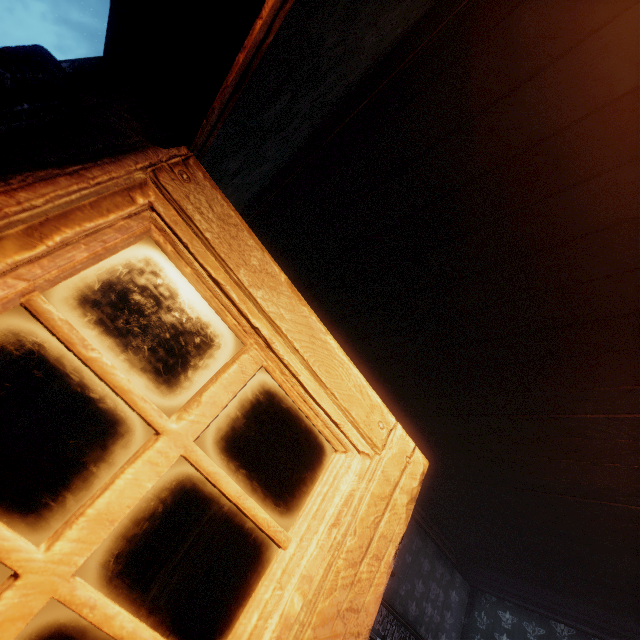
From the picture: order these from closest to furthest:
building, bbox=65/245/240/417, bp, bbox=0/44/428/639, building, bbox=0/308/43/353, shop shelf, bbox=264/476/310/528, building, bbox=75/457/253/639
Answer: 1. bp, bbox=0/44/428/639
2. building, bbox=0/308/43/353
3. building, bbox=65/245/240/417
4. building, bbox=75/457/253/639
5. shop shelf, bbox=264/476/310/528

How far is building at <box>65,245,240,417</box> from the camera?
2.3 meters

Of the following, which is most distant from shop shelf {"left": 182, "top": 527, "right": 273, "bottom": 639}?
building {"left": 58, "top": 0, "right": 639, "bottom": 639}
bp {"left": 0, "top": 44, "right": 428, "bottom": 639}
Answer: bp {"left": 0, "top": 44, "right": 428, "bottom": 639}

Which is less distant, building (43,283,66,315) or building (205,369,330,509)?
building (43,283,66,315)

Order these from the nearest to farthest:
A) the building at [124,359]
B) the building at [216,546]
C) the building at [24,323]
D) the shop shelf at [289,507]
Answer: the building at [24,323], the building at [124,359], the building at [216,546], the shop shelf at [289,507]

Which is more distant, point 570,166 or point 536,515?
point 536,515

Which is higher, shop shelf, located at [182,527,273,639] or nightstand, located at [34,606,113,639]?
shop shelf, located at [182,527,273,639]

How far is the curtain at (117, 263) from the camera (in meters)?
1.56
